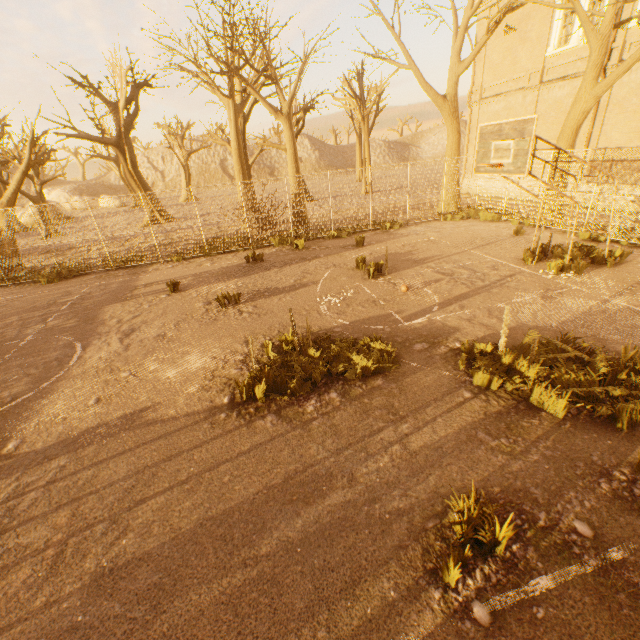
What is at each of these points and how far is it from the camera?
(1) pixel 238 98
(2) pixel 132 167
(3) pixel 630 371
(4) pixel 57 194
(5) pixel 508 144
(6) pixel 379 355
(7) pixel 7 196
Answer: (1) tree, 21.5m
(2) tree, 23.9m
(3) instancedfoliageactor, 5.1m
(4) rock, 44.1m
(5) basketballbackboardstansion, 7.5m
(6) instancedfoliageactor, 6.2m
(7) tree, 13.9m

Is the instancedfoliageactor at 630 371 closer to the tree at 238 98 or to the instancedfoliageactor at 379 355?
the instancedfoliageactor at 379 355

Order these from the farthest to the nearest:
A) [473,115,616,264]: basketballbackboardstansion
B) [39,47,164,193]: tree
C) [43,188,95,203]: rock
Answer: [43,188,95,203]: rock < [39,47,164,193]: tree < [473,115,616,264]: basketballbackboardstansion

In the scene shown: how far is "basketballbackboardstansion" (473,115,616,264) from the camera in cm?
714

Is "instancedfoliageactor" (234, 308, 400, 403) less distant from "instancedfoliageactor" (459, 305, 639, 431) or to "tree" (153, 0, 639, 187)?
"instancedfoliageactor" (459, 305, 639, 431)

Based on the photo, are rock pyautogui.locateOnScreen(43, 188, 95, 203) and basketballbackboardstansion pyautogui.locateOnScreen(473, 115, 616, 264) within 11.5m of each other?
no

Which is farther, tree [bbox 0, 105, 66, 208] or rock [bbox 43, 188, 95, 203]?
rock [bbox 43, 188, 95, 203]

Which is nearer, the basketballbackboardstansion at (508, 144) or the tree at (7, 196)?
the basketballbackboardstansion at (508, 144)
